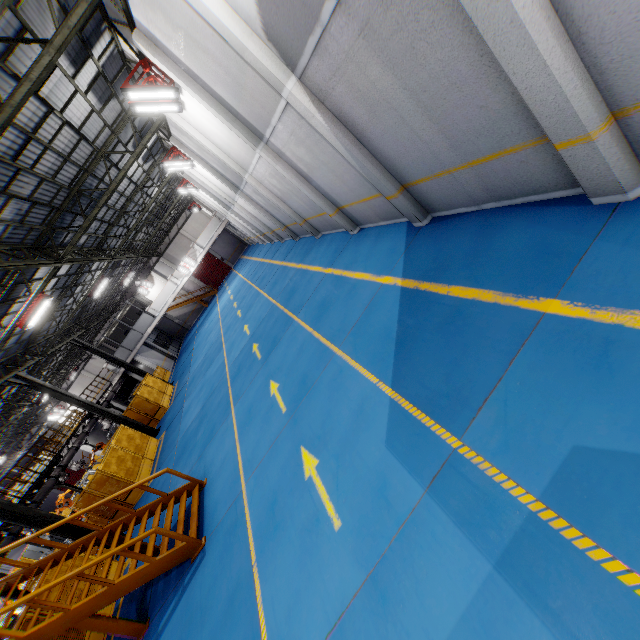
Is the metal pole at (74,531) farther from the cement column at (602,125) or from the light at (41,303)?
the cement column at (602,125)

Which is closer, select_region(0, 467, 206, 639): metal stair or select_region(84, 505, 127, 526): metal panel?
select_region(0, 467, 206, 639): metal stair

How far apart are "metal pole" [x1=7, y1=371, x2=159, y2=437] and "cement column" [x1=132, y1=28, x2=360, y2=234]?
17.3 meters

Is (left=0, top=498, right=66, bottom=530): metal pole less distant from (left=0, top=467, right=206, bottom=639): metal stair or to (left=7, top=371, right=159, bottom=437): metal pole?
(left=0, top=467, right=206, bottom=639): metal stair

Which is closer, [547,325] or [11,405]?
[547,325]

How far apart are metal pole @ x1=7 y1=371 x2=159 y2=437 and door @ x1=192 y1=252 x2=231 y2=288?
26.5 meters

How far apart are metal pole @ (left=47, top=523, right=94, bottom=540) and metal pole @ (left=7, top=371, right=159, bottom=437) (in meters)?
6.67

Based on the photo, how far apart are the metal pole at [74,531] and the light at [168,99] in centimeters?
1361cm
